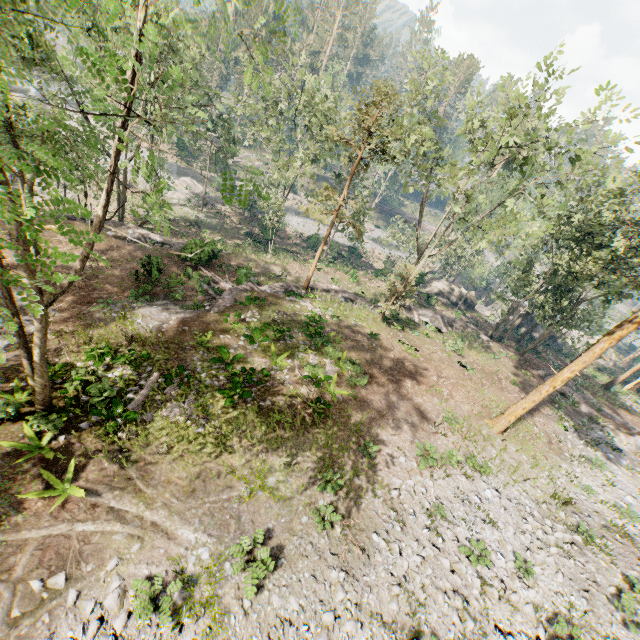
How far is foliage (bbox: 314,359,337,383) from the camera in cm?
1703

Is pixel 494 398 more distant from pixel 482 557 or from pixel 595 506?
pixel 482 557

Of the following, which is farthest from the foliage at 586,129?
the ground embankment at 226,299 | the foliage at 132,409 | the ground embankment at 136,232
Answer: the foliage at 132,409

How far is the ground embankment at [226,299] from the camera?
21.3m

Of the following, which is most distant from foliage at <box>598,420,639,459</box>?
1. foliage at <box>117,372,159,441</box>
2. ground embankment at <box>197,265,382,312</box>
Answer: foliage at <box>117,372,159,441</box>

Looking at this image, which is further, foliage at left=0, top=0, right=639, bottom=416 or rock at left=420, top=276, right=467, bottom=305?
rock at left=420, top=276, right=467, bottom=305

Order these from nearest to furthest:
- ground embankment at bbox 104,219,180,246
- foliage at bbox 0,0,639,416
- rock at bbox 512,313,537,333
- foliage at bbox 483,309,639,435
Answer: foliage at bbox 0,0,639,416, foliage at bbox 483,309,639,435, ground embankment at bbox 104,219,180,246, rock at bbox 512,313,537,333

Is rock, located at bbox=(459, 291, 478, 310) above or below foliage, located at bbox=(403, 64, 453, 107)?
below
